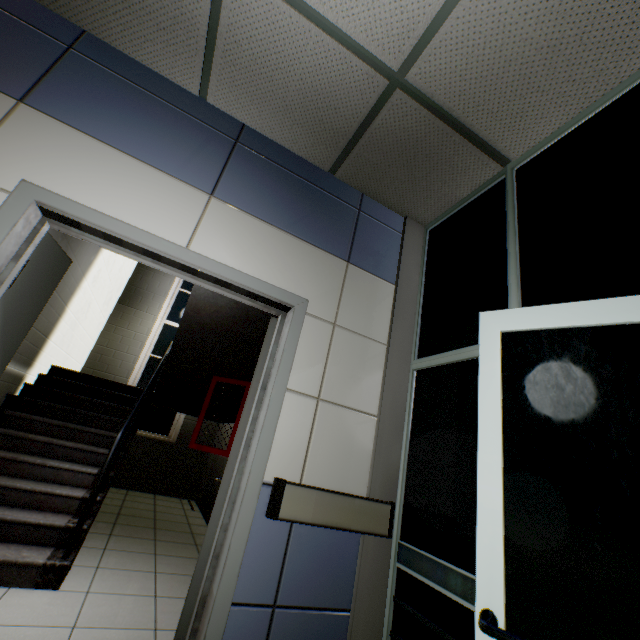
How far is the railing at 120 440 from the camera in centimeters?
259cm

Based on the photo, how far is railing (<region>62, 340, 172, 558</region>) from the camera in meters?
2.6

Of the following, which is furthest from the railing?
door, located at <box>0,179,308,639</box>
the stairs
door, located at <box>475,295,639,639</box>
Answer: door, located at <box>475,295,639,639</box>

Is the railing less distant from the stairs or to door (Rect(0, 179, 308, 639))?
the stairs

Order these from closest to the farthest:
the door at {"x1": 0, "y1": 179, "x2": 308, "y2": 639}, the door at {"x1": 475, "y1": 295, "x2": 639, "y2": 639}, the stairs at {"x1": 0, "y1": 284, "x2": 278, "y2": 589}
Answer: the door at {"x1": 475, "y1": 295, "x2": 639, "y2": 639}, the door at {"x1": 0, "y1": 179, "x2": 308, "y2": 639}, the stairs at {"x1": 0, "y1": 284, "x2": 278, "y2": 589}

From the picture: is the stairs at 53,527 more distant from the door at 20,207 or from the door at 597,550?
the door at 597,550

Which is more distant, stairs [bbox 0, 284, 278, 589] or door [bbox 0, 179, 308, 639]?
stairs [bbox 0, 284, 278, 589]

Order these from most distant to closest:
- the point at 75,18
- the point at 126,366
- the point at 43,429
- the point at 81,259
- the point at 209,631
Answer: the point at 126,366 → the point at 81,259 → the point at 43,429 → the point at 75,18 → the point at 209,631
